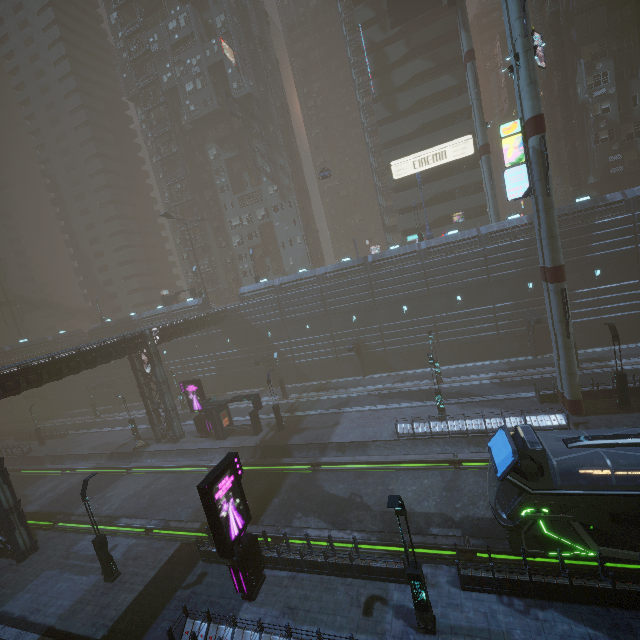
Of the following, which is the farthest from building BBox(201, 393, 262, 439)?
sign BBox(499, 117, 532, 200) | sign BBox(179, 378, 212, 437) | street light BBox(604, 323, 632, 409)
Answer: street light BBox(604, 323, 632, 409)

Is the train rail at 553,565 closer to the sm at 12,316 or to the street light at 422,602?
the street light at 422,602

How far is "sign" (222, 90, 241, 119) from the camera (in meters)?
46.03

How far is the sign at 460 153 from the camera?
40.4 meters

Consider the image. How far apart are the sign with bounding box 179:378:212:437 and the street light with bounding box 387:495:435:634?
25.0m

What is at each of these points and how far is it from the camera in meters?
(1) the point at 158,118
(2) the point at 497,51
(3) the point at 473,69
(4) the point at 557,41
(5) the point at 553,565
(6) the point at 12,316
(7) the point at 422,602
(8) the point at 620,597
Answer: (1) building, 55.4
(2) building, 57.3
(3) sm, 31.7
(4) building structure, 36.9
(5) train rail, 13.4
(6) sm, 58.7
(7) street light, 11.5
(8) building, 10.7

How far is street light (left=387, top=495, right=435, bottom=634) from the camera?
10.72m

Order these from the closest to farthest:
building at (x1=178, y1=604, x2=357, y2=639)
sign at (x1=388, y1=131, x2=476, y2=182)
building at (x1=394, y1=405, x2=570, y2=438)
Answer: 1. building at (x1=178, y1=604, x2=357, y2=639)
2. building at (x1=394, y1=405, x2=570, y2=438)
3. sign at (x1=388, y1=131, x2=476, y2=182)
